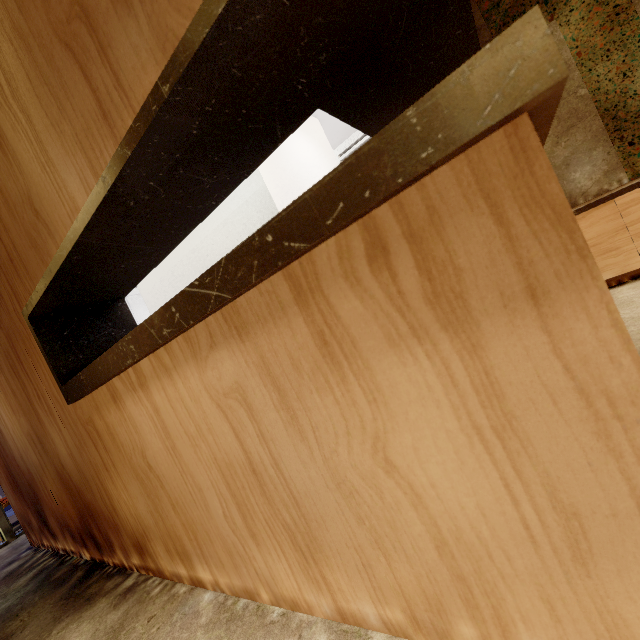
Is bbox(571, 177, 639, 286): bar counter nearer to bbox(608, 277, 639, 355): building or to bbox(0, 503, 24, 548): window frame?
bbox(608, 277, 639, 355): building

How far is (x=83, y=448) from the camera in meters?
1.9

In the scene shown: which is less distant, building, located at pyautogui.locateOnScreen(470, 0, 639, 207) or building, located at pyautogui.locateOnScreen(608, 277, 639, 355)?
Result: building, located at pyautogui.locateOnScreen(608, 277, 639, 355)

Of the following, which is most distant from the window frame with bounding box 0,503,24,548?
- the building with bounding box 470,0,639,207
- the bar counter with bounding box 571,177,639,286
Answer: the bar counter with bounding box 571,177,639,286

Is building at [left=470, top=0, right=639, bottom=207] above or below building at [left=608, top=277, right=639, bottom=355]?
above

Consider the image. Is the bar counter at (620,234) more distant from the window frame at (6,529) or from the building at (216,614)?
the window frame at (6,529)
